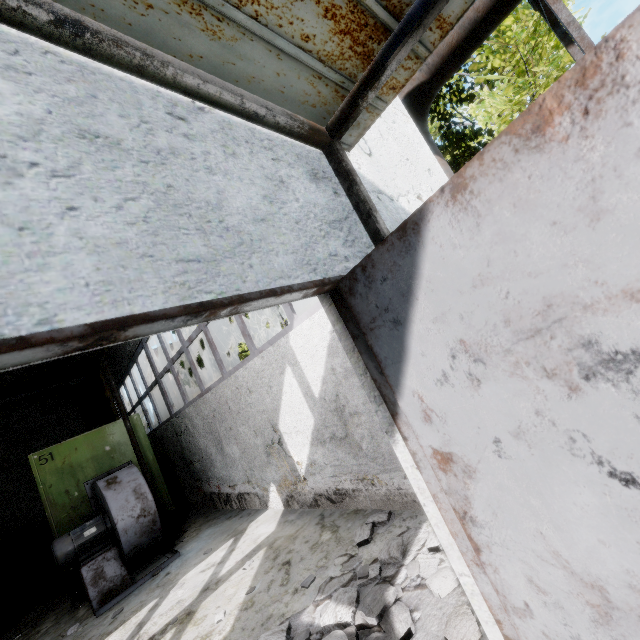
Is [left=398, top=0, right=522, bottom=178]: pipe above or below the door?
above

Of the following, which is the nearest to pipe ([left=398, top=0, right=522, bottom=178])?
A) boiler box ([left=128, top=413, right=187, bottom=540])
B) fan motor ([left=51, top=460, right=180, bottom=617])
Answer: A: boiler box ([left=128, top=413, right=187, bottom=540])

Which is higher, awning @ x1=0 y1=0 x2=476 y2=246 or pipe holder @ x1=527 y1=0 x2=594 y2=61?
pipe holder @ x1=527 y1=0 x2=594 y2=61

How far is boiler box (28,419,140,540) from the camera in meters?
6.3 m

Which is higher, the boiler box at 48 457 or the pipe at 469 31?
the pipe at 469 31

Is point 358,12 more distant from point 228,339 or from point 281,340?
point 228,339

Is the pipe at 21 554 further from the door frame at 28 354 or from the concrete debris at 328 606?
the door frame at 28 354

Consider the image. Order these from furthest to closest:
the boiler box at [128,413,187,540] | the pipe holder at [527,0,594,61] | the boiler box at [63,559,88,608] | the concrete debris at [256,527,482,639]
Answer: the boiler box at [128,413,187,540] → the boiler box at [63,559,88,608] → the pipe holder at [527,0,594,61] → the concrete debris at [256,527,482,639]
